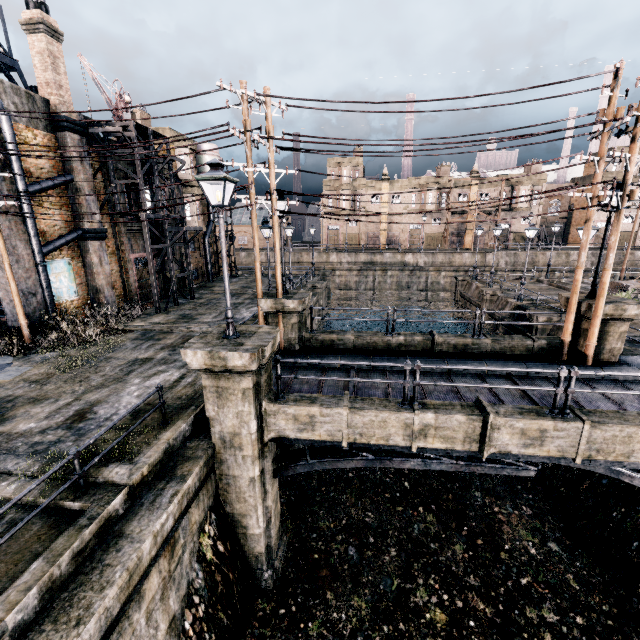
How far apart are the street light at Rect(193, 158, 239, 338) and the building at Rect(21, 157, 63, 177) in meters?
14.7 m

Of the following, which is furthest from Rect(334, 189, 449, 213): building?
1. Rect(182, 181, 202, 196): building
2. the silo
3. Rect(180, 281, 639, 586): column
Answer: Rect(180, 281, 639, 586): column

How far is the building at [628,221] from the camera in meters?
55.1

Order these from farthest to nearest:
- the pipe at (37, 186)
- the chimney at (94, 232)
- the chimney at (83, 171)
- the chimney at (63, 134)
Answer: the chimney at (94, 232)
the chimney at (83, 171)
the chimney at (63, 134)
the pipe at (37, 186)

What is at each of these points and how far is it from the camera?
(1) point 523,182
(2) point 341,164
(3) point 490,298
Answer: (1) building, 54.09m
(2) building, 57.62m
(3) column, 28.22m

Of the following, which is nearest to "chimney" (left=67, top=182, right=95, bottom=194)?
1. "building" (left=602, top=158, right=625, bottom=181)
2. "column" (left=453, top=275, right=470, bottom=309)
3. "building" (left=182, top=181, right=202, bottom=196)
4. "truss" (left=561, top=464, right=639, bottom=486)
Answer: "building" (left=182, top=181, right=202, bottom=196)

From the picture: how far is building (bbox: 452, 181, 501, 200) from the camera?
56.12m
